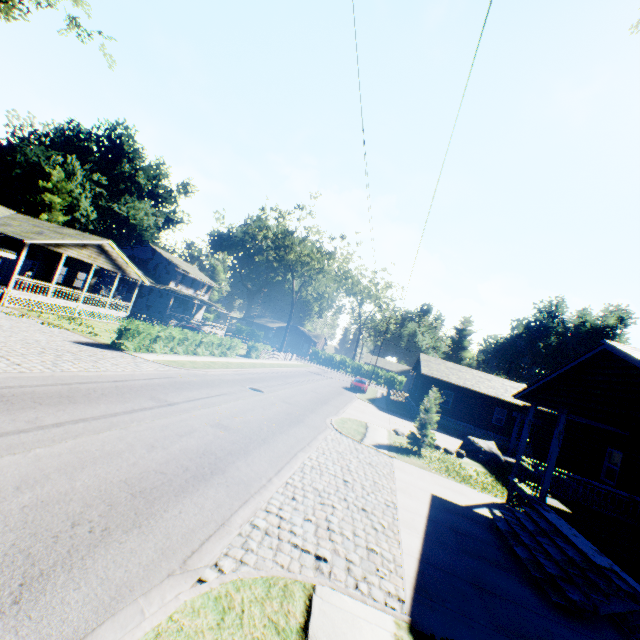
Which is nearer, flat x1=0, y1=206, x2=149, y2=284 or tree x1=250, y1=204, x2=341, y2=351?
flat x1=0, y1=206, x2=149, y2=284

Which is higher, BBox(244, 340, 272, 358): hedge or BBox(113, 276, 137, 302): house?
BBox(113, 276, 137, 302): house

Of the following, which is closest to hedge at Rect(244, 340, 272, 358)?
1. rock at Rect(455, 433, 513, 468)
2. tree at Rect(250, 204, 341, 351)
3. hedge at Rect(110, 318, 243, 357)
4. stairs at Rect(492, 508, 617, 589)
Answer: hedge at Rect(110, 318, 243, 357)

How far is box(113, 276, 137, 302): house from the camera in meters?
37.6 m

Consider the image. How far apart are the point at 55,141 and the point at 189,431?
69.0m

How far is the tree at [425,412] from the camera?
17.4m

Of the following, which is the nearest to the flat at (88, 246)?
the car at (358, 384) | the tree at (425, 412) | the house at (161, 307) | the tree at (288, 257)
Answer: the house at (161, 307)

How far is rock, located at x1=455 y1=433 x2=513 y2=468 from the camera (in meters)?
20.36
